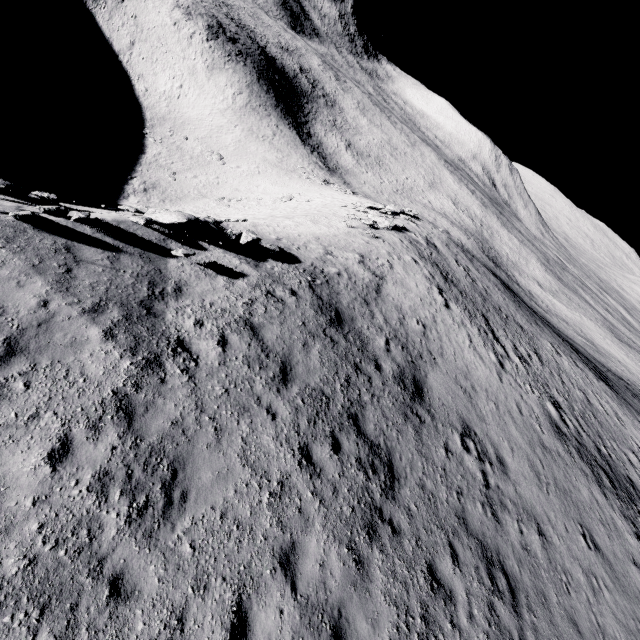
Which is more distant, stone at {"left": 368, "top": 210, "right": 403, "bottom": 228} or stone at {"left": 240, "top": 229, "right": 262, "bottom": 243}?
stone at {"left": 368, "top": 210, "right": 403, "bottom": 228}

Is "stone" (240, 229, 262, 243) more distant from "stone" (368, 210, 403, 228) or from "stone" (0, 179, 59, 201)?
"stone" (368, 210, 403, 228)

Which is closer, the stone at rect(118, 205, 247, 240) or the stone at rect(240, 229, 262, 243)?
the stone at rect(118, 205, 247, 240)

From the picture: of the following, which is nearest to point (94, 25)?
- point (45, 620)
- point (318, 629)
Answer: point (45, 620)

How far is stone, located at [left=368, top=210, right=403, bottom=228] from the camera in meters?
26.5

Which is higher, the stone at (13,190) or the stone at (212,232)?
the stone at (212,232)

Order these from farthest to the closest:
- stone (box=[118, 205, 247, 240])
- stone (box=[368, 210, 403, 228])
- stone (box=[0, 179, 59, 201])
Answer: stone (box=[368, 210, 403, 228]) → stone (box=[118, 205, 247, 240]) → stone (box=[0, 179, 59, 201])

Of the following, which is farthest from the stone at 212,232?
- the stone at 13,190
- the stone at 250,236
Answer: the stone at 13,190
